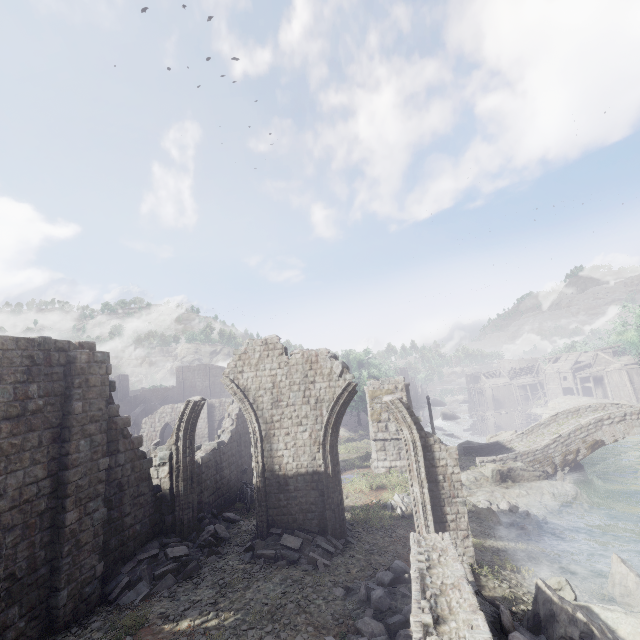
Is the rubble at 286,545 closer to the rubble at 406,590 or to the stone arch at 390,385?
the rubble at 406,590

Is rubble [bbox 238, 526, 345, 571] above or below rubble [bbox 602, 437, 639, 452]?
above

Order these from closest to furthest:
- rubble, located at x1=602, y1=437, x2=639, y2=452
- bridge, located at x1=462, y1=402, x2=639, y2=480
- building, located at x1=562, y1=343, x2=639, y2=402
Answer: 1. bridge, located at x1=462, y1=402, x2=639, y2=480
2. rubble, located at x1=602, y1=437, x2=639, y2=452
3. building, located at x1=562, y1=343, x2=639, y2=402

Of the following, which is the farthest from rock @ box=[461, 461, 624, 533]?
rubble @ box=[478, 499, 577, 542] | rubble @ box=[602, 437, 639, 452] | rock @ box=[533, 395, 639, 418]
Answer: rock @ box=[533, 395, 639, 418]

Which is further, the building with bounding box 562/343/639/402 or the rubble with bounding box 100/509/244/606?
the building with bounding box 562/343/639/402

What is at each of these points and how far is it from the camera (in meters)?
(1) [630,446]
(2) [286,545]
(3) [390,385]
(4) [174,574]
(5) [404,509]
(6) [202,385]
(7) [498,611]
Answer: (1) rubble, 31.53
(2) rubble, 10.80
(3) stone arch, 22.03
(4) rubble, 10.05
(5) rubble, 14.70
(6) building, 56.69
(7) rubble, 8.33

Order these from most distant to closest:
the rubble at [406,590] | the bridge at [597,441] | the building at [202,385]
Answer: the bridge at [597,441] → the building at [202,385] → the rubble at [406,590]

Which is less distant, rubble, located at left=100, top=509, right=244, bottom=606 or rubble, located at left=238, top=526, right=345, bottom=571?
rubble, located at left=100, top=509, right=244, bottom=606
